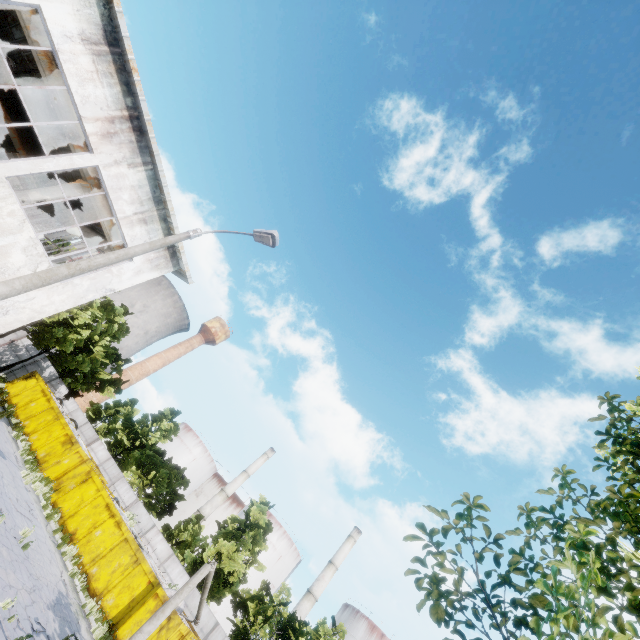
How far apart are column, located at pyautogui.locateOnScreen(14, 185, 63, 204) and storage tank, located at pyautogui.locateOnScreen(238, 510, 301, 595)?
54.0 meters

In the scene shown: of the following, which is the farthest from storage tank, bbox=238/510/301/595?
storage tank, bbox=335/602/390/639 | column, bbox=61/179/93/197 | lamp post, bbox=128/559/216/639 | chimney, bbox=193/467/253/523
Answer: column, bbox=61/179/93/197

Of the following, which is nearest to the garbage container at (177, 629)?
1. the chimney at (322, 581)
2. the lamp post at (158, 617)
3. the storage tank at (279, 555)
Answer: the lamp post at (158, 617)

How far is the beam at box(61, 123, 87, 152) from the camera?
12.6m

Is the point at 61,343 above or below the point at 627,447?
below

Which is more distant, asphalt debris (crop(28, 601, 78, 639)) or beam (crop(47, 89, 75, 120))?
beam (crop(47, 89, 75, 120))

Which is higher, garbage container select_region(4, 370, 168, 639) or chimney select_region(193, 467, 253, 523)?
chimney select_region(193, 467, 253, 523)

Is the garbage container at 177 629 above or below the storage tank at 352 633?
below
